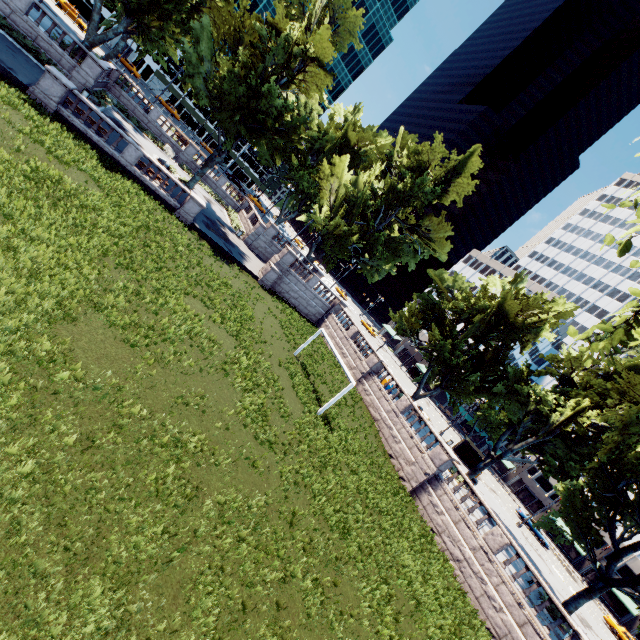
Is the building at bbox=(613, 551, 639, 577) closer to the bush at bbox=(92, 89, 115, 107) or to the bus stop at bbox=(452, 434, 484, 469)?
the bus stop at bbox=(452, 434, 484, 469)

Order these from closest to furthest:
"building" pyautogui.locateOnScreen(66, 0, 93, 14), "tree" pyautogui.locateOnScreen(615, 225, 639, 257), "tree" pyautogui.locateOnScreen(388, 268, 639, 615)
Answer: "tree" pyautogui.locateOnScreen(615, 225, 639, 257) < "tree" pyautogui.locateOnScreen(388, 268, 639, 615) < "building" pyautogui.locateOnScreen(66, 0, 93, 14)

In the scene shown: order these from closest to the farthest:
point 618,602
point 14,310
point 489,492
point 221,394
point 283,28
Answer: point 14,310, point 221,394, point 283,28, point 489,492, point 618,602

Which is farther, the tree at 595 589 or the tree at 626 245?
the tree at 595 589

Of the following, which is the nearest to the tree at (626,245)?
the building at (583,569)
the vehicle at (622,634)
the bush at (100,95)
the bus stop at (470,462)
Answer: the building at (583,569)

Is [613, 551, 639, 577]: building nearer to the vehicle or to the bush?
the vehicle

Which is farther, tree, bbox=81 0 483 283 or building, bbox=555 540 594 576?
building, bbox=555 540 594 576

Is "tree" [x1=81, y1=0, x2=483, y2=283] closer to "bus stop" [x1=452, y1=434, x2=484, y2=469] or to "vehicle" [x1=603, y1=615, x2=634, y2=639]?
"bus stop" [x1=452, y1=434, x2=484, y2=469]
